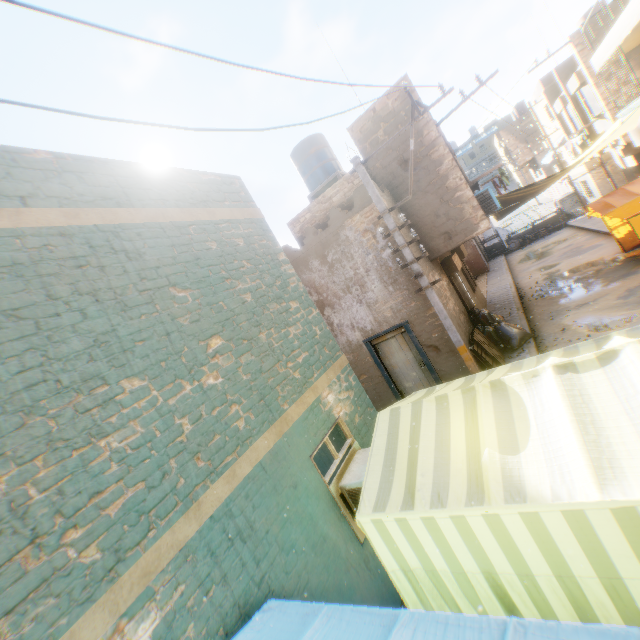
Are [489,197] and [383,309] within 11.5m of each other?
yes

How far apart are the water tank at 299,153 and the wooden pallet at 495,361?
7.6 meters

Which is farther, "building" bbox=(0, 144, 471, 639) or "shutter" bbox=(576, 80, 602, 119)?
"shutter" bbox=(576, 80, 602, 119)

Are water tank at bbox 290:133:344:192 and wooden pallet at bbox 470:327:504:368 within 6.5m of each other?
no

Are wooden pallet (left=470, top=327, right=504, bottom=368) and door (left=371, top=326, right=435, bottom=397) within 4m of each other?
yes

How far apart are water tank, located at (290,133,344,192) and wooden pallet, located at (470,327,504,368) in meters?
7.6

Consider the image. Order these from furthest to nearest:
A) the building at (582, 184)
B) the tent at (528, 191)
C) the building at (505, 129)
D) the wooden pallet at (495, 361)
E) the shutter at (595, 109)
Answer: the building at (505, 129), the building at (582, 184), the shutter at (595, 109), the tent at (528, 191), the wooden pallet at (495, 361)

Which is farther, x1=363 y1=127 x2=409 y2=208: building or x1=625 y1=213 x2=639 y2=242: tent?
x1=625 y1=213 x2=639 y2=242: tent
